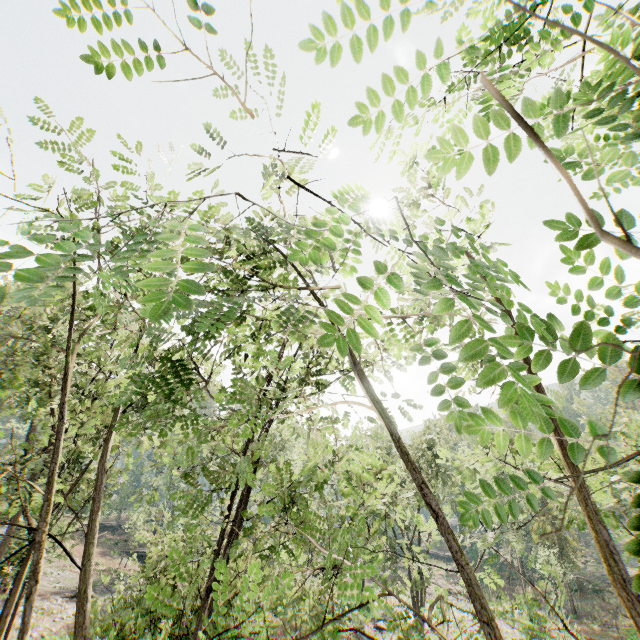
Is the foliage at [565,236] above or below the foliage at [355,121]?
above

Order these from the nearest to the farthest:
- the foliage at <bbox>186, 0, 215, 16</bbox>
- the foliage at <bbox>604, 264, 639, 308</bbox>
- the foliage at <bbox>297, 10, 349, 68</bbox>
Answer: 1. the foliage at <bbox>297, 10, 349, 68</bbox>
2. the foliage at <bbox>604, 264, 639, 308</bbox>
3. the foliage at <bbox>186, 0, 215, 16</bbox>

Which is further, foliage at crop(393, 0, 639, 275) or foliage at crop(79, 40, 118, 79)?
foliage at crop(79, 40, 118, 79)

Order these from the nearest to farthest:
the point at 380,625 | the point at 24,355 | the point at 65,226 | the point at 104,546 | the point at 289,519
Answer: the point at 65,226, the point at 289,519, the point at 24,355, the point at 380,625, the point at 104,546

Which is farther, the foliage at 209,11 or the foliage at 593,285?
the foliage at 209,11
